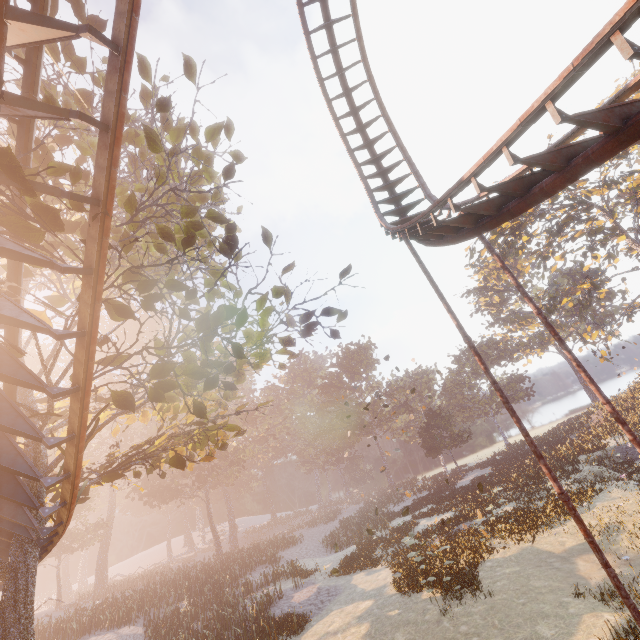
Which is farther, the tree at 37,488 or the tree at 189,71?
the tree at 189,71

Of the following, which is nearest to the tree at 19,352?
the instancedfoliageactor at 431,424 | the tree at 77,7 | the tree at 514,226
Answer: the tree at 77,7

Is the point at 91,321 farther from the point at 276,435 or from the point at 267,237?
the point at 276,435

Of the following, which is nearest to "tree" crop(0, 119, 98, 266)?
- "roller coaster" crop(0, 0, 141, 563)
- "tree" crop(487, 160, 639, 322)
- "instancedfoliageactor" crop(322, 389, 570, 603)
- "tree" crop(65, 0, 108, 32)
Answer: "roller coaster" crop(0, 0, 141, 563)

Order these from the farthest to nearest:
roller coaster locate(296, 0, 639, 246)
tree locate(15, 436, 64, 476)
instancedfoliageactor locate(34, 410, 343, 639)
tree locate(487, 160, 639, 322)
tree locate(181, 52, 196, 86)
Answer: tree locate(487, 160, 639, 322)
instancedfoliageactor locate(34, 410, 343, 639)
tree locate(181, 52, 196, 86)
tree locate(15, 436, 64, 476)
roller coaster locate(296, 0, 639, 246)

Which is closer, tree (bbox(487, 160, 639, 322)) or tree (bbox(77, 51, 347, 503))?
tree (bbox(77, 51, 347, 503))

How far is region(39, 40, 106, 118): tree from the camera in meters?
7.5 m
